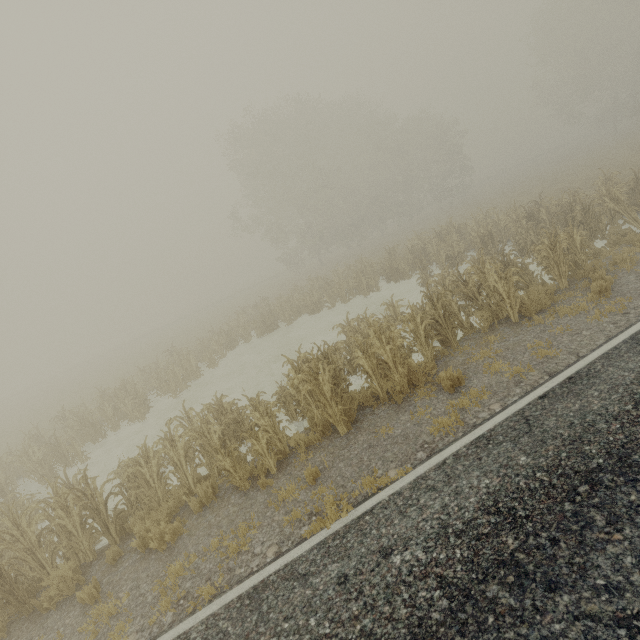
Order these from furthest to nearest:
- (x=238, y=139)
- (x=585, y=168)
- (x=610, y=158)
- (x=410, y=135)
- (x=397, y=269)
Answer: (x=410, y=135) → (x=238, y=139) → (x=585, y=168) → (x=610, y=158) → (x=397, y=269)

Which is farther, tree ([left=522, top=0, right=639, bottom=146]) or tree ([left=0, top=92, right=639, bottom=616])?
tree ([left=522, top=0, right=639, bottom=146])

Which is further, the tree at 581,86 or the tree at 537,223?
the tree at 581,86
